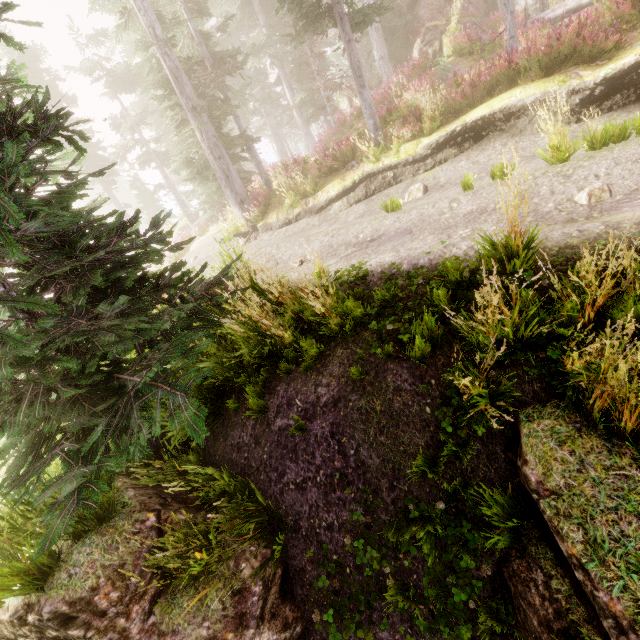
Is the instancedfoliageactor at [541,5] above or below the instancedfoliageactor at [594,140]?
above

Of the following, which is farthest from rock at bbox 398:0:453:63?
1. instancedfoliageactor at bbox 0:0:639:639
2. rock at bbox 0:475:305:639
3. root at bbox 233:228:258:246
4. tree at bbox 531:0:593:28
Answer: rock at bbox 0:475:305:639

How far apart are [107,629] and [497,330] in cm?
461

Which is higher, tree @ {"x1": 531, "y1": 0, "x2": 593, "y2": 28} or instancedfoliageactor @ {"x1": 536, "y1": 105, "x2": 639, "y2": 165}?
tree @ {"x1": 531, "y1": 0, "x2": 593, "y2": 28}

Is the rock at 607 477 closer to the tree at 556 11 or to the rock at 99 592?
the rock at 99 592

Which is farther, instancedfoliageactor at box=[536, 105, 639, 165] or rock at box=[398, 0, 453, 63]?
rock at box=[398, 0, 453, 63]

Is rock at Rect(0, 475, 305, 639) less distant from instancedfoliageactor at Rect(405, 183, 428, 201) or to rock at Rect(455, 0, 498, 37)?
instancedfoliageactor at Rect(405, 183, 428, 201)

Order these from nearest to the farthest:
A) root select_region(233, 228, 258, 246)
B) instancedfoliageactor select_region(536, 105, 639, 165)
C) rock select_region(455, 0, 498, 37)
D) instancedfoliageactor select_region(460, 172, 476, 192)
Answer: instancedfoliageactor select_region(536, 105, 639, 165) → instancedfoliageactor select_region(460, 172, 476, 192) → root select_region(233, 228, 258, 246) → rock select_region(455, 0, 498, 37)
